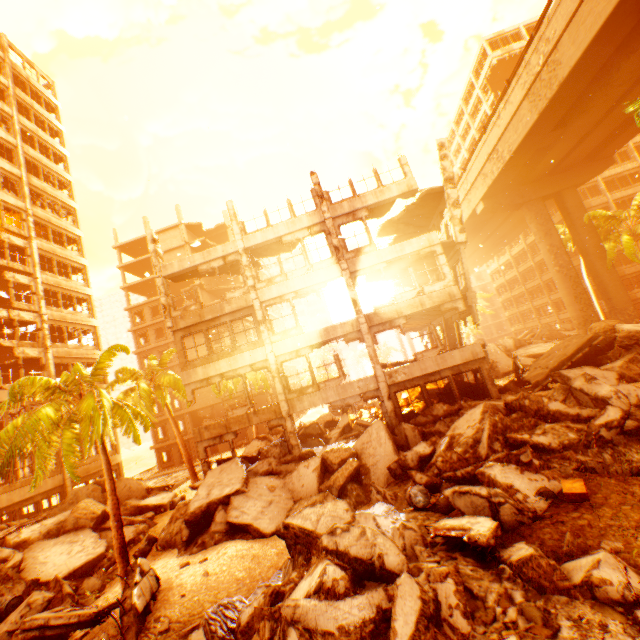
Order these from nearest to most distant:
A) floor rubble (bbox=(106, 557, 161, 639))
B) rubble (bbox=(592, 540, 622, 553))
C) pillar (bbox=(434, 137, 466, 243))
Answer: rubble (bbox=(592, 540, 622, 553)) → floor rubble (bbox=(106, 557, 161, 639)) → pillar (bbox=(434, 137, 466, 243))

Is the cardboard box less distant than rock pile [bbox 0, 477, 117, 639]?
Yes

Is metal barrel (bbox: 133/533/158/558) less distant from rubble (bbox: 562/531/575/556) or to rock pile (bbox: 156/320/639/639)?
rock pile (bbox: 156/320/639/639)

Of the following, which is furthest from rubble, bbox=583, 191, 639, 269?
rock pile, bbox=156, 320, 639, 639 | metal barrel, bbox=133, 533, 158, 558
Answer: metal barrel, bbox=133, 533, 158, 558

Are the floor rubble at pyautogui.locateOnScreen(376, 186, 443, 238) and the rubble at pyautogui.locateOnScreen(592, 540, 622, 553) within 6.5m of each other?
no

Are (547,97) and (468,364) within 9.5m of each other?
no

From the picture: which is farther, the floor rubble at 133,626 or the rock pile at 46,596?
the rock pile at 46,596

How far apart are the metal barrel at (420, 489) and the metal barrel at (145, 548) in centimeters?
1212cm
